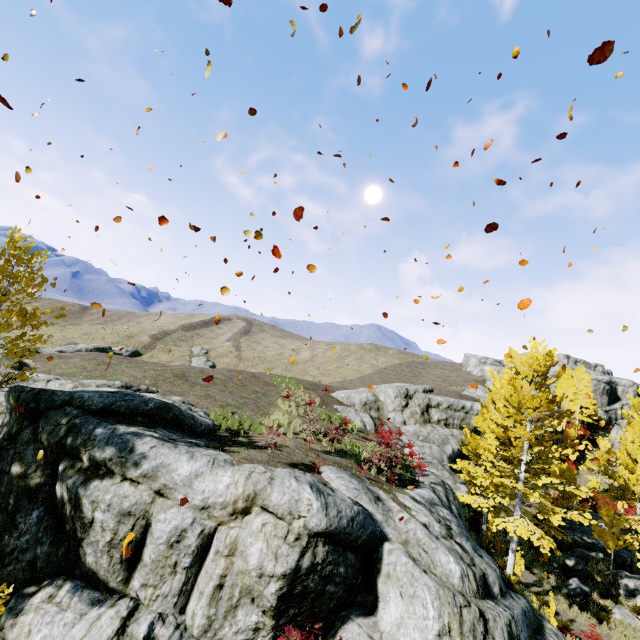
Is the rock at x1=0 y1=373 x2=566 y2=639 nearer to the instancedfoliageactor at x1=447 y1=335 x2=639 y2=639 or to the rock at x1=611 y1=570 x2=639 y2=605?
the instancedfoliageactor at x1=447 y1=335 x2=639 y2=639

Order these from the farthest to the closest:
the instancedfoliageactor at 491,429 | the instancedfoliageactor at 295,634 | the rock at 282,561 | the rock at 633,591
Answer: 1. the rock at 633,591
2. the instancedfoliageactor at 491,429
3. the rock at 282,561
4. the instancedfoliageactor at 295,634

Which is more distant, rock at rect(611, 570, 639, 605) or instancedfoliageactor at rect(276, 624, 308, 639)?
rock at rect(611, 570, 639, 605)

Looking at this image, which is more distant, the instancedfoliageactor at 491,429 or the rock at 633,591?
the rock at 633,591

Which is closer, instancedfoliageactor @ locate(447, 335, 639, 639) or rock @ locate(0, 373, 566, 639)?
rock @ locate(0, 373, 566, 639)

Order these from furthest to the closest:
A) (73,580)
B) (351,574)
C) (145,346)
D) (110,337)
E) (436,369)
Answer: (436,369) → (145,346) → (110,337) → (73,580) → (351,574)

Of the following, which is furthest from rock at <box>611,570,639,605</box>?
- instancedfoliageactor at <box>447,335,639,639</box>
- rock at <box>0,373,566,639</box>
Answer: instancedfoliageactor at <box>447,335,639,639</box>
